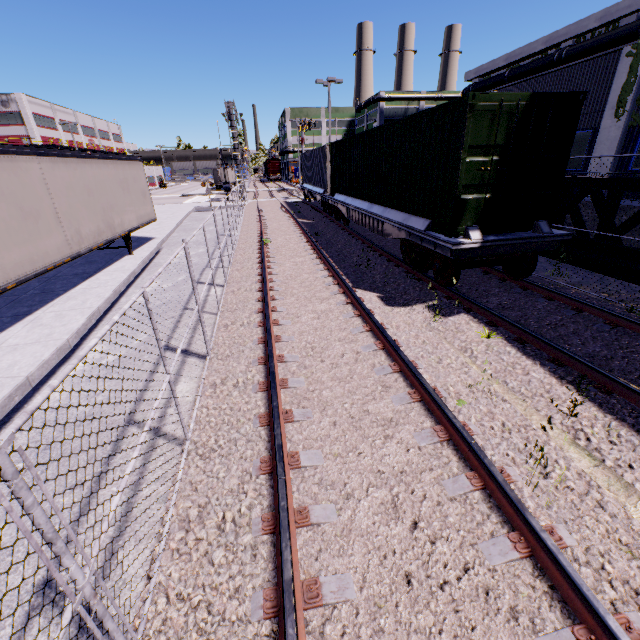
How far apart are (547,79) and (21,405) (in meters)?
22.11

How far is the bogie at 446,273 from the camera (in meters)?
7.52

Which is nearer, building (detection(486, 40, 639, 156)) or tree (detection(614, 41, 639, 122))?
tree (detection(614, 41, 639, 122))

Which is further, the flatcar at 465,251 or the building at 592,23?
the building at 592,23

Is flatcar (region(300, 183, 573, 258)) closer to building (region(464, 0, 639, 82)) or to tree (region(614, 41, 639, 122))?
building (region(464, 0, 639, 82))

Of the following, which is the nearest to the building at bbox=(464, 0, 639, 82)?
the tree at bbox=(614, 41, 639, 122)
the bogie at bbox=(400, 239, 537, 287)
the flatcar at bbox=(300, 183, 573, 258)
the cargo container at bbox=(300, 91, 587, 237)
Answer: the tree at bbox=(614, 41, 639, 122)

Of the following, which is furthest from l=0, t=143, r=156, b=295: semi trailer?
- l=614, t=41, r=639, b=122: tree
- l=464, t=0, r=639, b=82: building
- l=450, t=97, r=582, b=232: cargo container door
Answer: l=614, t=41, r=639, b=122: tree

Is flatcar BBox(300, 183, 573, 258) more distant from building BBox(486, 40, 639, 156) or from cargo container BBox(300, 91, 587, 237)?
building BBox(486, 40, 639, 156)
